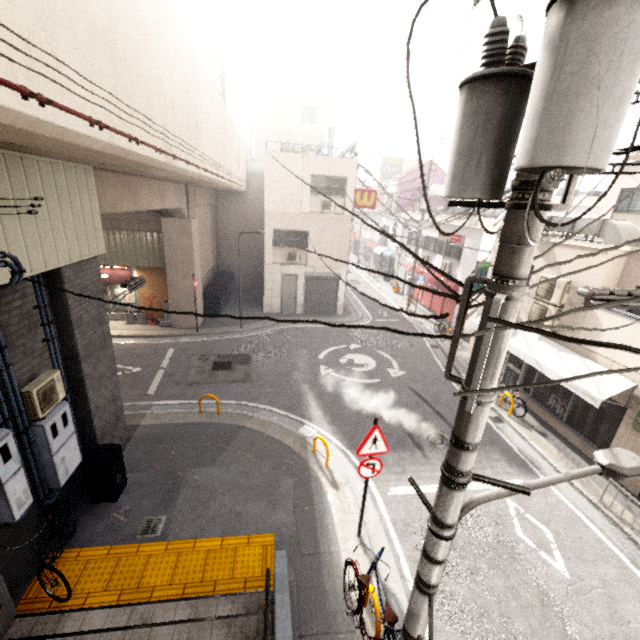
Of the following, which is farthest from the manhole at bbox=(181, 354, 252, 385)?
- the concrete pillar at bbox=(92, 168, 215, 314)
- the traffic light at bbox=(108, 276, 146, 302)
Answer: the traffic light at bbox=(108, 276, 146, 302)

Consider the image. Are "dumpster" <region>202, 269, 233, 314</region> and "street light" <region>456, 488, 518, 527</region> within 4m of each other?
no

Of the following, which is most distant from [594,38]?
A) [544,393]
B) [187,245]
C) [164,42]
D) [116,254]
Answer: [116,254]

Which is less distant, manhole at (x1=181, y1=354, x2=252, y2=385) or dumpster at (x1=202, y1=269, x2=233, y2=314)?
manhole at (x1=181, y1=354, x2=252, y2=385)

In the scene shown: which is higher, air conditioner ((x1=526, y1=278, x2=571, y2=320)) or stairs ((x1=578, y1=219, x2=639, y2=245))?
stairs ((x1=578, y1=219, x2=639, y2=245))

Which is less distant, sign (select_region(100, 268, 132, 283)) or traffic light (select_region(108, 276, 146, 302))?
traffic light (select_region(108, 276, 146, 302))

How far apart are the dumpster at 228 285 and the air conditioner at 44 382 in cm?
1204

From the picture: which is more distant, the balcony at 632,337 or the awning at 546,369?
A: the awning at 546,369
